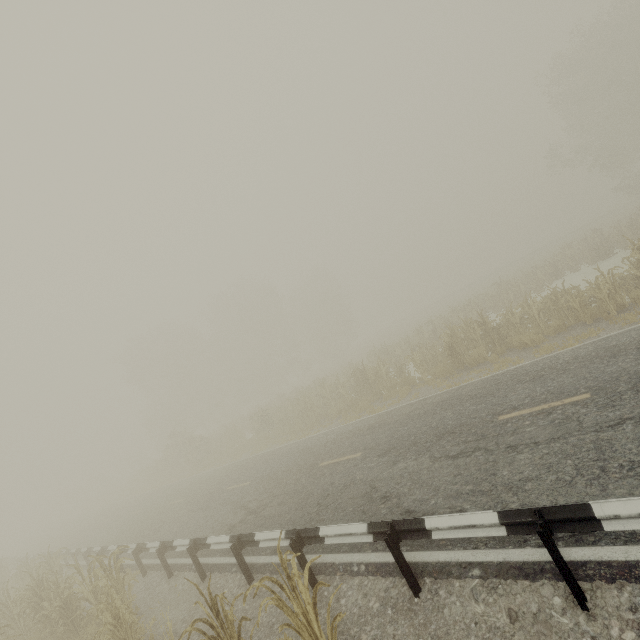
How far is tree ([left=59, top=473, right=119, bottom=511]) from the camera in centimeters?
5416cm

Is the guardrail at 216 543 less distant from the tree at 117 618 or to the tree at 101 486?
the tree at 117 618

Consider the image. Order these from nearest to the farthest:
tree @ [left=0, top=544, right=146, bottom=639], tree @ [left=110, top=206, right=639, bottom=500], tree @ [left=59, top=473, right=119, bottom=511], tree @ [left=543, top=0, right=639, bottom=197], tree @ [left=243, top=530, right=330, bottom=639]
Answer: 1. tree @ [left=243, top=530, right=330, bottom=639]
2. tree @ [left=0, top=544, right=146, bottom=639]
3. tree @ [left=110, top=206, right=639, bottom=500]
4. tree @ [left=543, top=0, right=639, bottom=197]
5. tree @ [left=59, top=473, right=119, bottom=511]

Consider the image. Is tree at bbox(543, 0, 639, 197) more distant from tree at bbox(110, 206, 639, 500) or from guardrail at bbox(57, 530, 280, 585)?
guardrail at bbox(57, 530, 280, 585)

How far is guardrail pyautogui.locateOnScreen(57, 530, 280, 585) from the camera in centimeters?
670cm

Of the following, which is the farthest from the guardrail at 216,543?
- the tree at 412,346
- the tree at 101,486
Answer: the tree at 101,486

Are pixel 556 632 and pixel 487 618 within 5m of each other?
yes

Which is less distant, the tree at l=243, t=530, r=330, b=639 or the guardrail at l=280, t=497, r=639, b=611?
the guardrail at l=280, t=497, r=639, b=611
